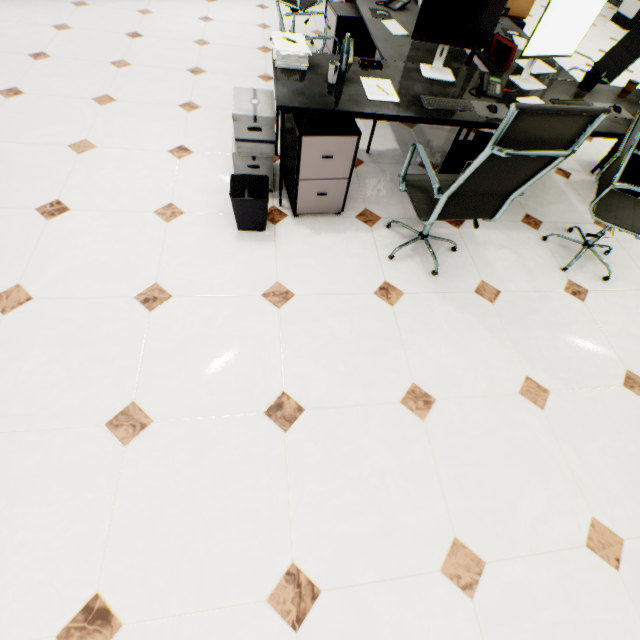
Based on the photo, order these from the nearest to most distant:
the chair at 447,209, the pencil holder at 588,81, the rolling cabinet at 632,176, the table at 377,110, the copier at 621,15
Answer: the chair at 447,209 → the table at 377,110 → the pencil holder at 588,81 → the rolling cabinet at 632,176 → the copier at 621,15

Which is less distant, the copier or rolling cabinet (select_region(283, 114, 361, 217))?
rolling cabinet (select_region(283, 114, 361, 217))

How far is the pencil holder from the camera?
2.48m

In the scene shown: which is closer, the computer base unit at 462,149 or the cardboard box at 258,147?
the cardboard box at 258,147

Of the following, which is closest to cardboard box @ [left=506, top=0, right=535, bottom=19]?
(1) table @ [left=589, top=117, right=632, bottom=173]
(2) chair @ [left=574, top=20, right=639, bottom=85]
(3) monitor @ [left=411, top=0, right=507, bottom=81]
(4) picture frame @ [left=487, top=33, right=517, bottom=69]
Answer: (1) table @ [left=589, top=117, right=632, bottom=173]

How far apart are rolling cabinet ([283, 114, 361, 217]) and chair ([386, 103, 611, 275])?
0.35m

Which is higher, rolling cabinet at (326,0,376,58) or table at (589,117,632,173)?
table at (589,117,632,173)

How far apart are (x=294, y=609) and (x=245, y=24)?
6.05m
